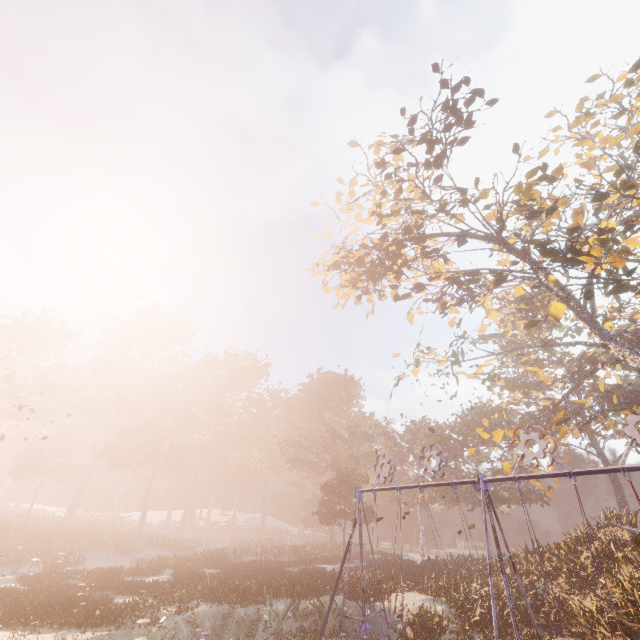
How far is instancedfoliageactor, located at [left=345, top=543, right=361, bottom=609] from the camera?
18.2m

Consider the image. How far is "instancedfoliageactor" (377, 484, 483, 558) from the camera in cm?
4156

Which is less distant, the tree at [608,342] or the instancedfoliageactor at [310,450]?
the tree at [608,342]

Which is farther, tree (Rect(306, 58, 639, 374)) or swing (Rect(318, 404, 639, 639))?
tree (Rect(306, 58, 639, 374))

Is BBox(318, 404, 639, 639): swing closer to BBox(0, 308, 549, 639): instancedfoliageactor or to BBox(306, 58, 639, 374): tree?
BBox(306, 58, 639, 374): tree

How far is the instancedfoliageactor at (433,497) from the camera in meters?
41.6 m

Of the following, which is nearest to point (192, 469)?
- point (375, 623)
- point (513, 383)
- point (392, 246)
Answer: point (375, 623)

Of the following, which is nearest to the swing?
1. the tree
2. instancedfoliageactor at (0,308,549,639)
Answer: the tree
